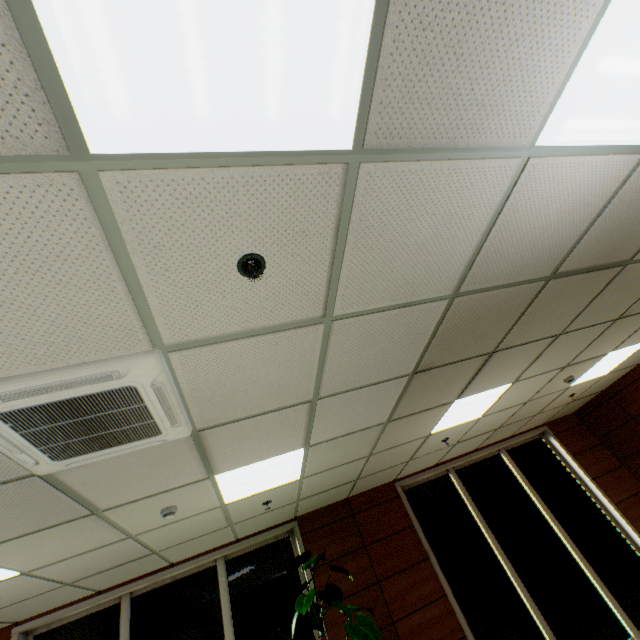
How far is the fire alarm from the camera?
1.52m

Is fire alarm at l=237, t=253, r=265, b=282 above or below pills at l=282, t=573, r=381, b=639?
above

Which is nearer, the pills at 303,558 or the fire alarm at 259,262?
the fire alarm at 259,262

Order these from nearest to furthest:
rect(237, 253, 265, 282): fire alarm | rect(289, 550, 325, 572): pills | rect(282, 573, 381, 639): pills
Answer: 1. rect(237, 253, 265, 282): fire alarm
2. rect(282, 573, 381, 639): pills
3. rect(289, 550, 325, 572): pills

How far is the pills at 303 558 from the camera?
4.2 meters

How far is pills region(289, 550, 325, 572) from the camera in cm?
423

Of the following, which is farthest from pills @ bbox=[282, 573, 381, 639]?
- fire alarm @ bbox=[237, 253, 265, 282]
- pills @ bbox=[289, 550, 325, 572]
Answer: fire alarm @ bbox=[237, 253, 265, 282]

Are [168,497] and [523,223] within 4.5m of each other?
yes
